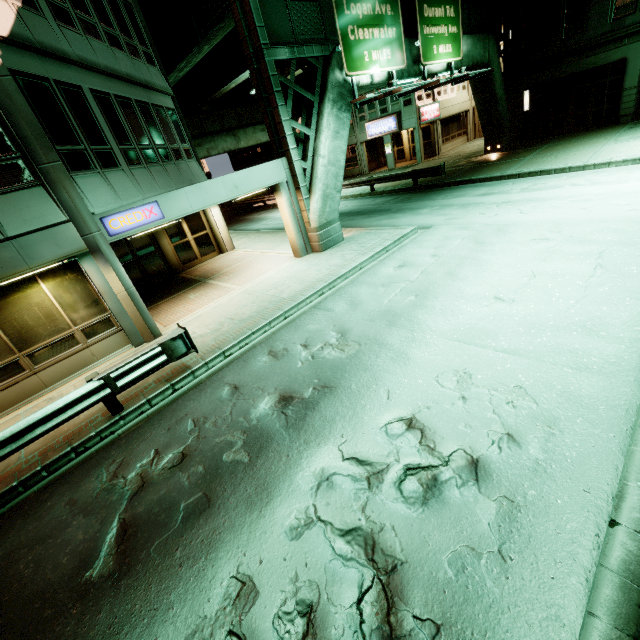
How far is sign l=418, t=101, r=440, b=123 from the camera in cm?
2812

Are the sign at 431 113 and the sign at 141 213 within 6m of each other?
no

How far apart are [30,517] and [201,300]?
7.9m

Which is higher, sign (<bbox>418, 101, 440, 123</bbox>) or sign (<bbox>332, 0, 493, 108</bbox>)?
sign (<bbox>332, 0, 493, 108</bbox>)

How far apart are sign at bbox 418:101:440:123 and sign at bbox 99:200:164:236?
27.2 meters

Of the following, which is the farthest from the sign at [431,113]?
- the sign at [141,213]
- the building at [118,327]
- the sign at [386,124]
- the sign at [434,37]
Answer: the sign at [141,213]

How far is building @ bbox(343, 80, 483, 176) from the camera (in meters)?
28.83

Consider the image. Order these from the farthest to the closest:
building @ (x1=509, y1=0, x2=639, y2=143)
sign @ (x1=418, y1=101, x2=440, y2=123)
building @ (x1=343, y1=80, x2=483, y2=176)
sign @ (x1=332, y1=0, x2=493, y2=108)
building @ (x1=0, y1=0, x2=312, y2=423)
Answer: building @ (x1=343, y1=80, x2=483, y2=176) → sign @ (x1=418, y1=101, x2=440, y2=123) → building @ (x1=509, y1=0, x2=639, y2=143) → sign @ (x1=332, y1=0, x2=493, y2=108) → building @ (x1=0, y1=0, x2=312, y2=423)
